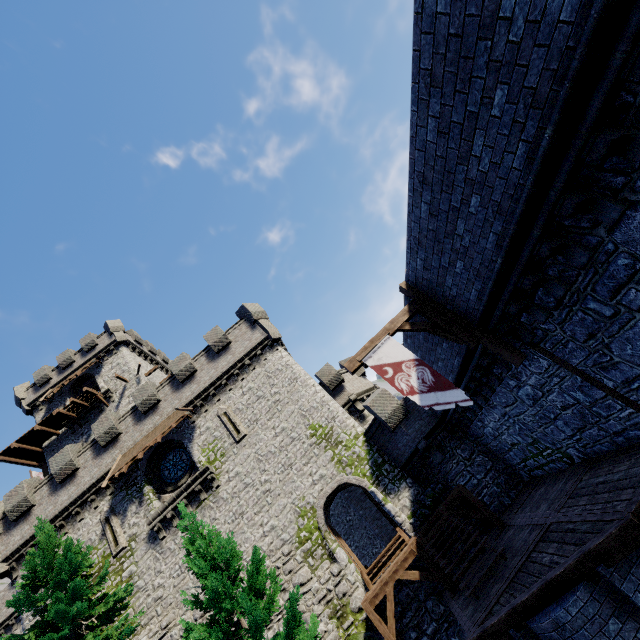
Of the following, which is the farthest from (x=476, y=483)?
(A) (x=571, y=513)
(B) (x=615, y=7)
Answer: (B) (x=615, y=7)

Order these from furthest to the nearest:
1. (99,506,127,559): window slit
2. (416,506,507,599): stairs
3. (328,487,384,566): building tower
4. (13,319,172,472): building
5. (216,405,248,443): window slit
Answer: (328,487,384,566): building tower
(13,319,172,472): building
(216,405,248,443): window slit
(99,506,127,559): window slit
(416,506,507,599): stairs

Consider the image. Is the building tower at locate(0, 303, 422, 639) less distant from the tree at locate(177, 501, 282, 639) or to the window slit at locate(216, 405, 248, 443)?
the window slit at locate(216, 405, 248, 443)

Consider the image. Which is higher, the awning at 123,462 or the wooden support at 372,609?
the awning at 123,462

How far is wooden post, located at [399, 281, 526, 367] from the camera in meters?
8.4 m

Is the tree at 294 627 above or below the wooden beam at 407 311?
below

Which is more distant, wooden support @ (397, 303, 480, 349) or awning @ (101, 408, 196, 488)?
awning @ (101, 408, 196, 488)

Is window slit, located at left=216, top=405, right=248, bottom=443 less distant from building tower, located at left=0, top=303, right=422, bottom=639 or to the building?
building tower, located at left=0, top=303, right=422, bottom=639
